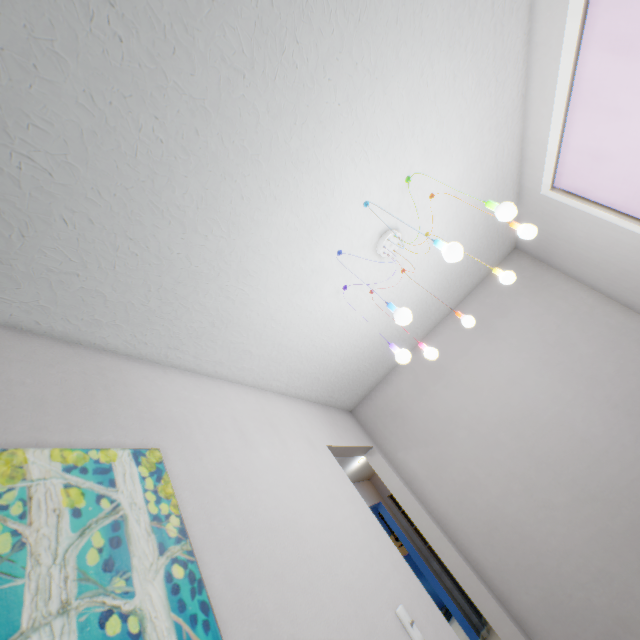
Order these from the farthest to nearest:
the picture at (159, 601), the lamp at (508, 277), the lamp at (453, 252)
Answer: the lamp at (508, 277), the lamp at (453, 252), the picture at (159, 601)

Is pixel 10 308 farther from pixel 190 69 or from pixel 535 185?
pixel 535 185

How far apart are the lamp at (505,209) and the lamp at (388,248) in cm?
52

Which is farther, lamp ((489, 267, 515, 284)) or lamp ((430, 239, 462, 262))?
lamp ((489, 267, 515, 284))

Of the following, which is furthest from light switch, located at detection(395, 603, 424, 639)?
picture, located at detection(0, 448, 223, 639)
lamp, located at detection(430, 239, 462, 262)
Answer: lamp, located at detection(430, 239, 462, 262)

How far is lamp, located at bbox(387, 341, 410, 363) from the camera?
1.45m

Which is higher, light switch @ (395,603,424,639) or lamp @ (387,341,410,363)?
lamp @ (387,341,410,363)

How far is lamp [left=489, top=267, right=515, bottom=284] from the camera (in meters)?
1.61
